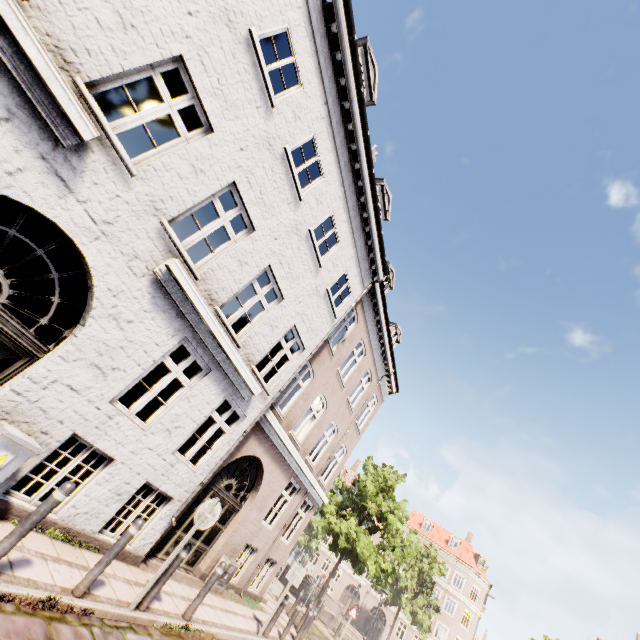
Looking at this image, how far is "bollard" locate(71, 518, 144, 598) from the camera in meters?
4.6

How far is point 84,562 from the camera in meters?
5.5

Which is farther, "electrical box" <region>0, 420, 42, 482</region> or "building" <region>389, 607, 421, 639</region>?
"building" <region>389, 607, 421, 639</region>

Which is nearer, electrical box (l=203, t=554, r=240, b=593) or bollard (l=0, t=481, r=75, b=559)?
bollard (l=0, t=481, r=75, b=559)

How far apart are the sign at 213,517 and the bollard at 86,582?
1.14m

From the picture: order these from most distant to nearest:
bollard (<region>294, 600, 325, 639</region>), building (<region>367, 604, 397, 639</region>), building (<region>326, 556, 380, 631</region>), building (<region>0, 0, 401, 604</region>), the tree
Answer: building (<region>326, 556, 380, 631</region>) → building (<region>367, 604, 397, 639</region>) → the tree → bollard (<region>294, 600, 325, 639</region>) → building (<region>0, 0, 401, 604</region>)

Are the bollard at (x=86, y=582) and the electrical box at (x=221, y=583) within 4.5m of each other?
no

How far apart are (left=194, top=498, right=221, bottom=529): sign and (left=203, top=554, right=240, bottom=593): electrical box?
4.9m
